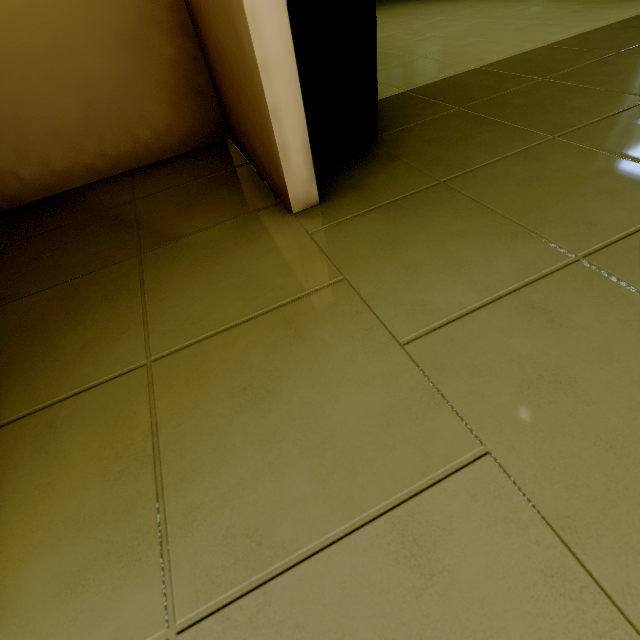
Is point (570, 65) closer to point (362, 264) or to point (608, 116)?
point (608, 116)
